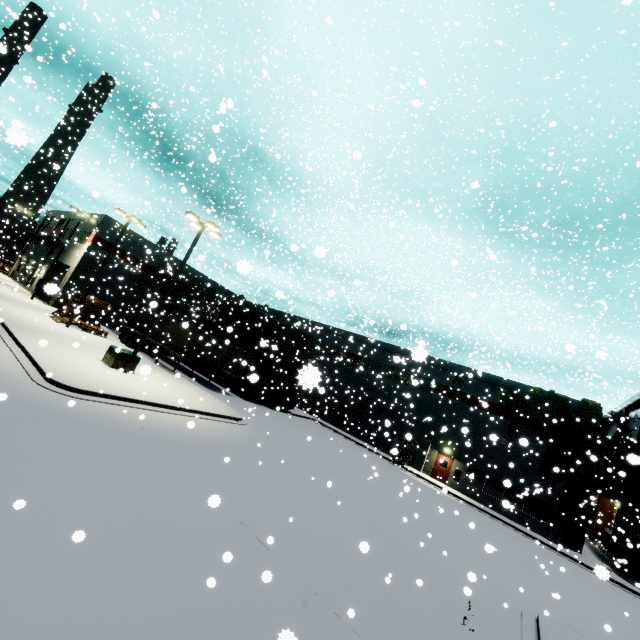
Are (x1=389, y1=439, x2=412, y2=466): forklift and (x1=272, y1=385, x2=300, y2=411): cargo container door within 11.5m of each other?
yes

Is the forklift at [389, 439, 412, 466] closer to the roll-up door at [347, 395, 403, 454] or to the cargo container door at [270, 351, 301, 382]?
the roll-up door at [347, 395, 403, 454]

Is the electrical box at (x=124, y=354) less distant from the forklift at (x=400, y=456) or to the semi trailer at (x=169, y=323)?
the semi trailer at (x=169, y=323)

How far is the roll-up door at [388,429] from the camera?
32.69m

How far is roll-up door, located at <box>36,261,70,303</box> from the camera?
4.6m

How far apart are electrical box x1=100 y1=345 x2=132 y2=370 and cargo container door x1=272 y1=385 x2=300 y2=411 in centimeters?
1388cm

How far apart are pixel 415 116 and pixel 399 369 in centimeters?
2337cm

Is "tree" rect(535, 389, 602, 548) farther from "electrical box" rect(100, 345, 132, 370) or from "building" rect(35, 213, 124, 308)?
"electrical box" rect(100, 345, 132, 370)
